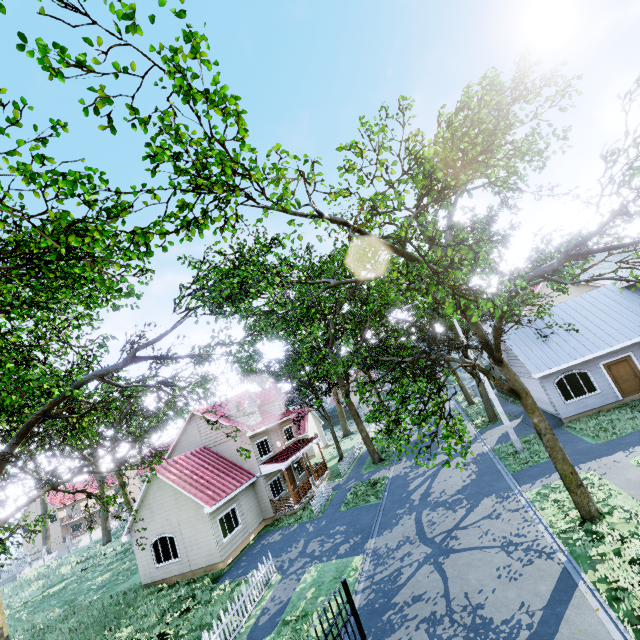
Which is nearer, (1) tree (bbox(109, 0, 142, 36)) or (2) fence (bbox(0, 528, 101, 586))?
(1) tree (bbox(109, 0, 142, 36))

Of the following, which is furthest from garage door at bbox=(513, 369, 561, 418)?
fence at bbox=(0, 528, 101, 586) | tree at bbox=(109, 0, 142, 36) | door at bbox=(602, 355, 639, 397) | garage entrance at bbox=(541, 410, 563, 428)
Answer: fence at bbox=(0, 528, 101, 586)

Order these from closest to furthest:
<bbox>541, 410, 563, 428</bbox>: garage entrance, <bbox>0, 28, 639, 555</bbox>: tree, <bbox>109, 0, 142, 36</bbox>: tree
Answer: <bbox>109, 0, 142, 36</bbox>: tree → <bbox>0, 28, 639, 555</bbox>: tree → <bbox>541, 410, 563, 428</bbox>: garage entrance

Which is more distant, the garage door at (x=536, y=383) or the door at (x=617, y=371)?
the garage door at (x=536, y=383)

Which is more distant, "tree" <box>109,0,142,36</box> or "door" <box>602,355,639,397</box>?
"door" <box>602,355,639,397</box>

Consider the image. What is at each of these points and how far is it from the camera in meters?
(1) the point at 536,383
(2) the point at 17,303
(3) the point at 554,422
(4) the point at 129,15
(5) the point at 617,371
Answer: (1) garage door, 21.2 m
(2) tree, 8.5 m
(3) garage entrance, 19.4 m
(4) tree, 3.9 m
(5) door, 18.5 m

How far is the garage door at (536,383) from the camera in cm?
1961

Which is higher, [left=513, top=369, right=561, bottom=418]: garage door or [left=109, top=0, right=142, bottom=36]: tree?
[left=109, top=0, right=142, bottom=36]: tree
